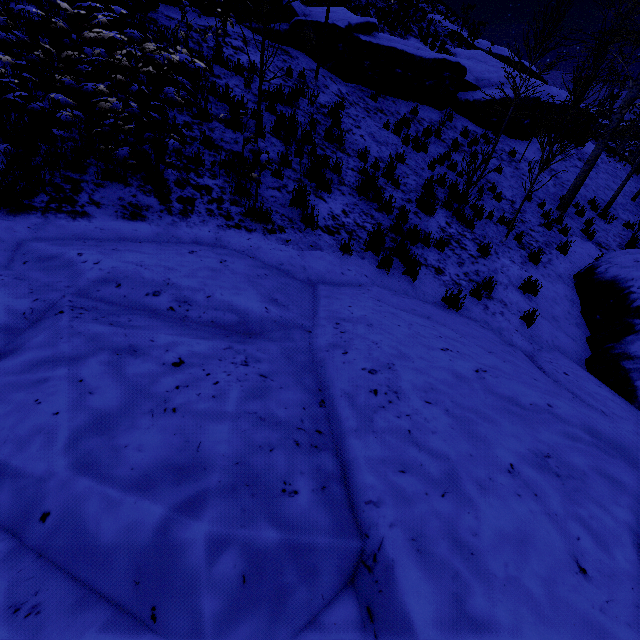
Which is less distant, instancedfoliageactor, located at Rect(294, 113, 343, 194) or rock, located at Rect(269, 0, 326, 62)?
instancedfoliageactor, located at Rect(294, 113, 343, 194)

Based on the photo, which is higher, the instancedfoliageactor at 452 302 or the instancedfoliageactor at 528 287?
the instancedfoliageactor at 452 302

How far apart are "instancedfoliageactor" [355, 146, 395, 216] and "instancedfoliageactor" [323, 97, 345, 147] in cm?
135

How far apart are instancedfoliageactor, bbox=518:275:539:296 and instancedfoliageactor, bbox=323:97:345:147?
5.58m

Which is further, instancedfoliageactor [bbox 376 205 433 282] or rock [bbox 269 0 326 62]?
rock [bbox 269 0 326 62]

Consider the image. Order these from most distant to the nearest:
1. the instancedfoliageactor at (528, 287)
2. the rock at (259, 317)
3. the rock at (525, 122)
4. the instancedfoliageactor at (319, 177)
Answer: the rock at (525, 122) < the instancedfoliageactor at (528, 287) < the instancedfoliageactor at (319, 177) < the rock at (259, 317)

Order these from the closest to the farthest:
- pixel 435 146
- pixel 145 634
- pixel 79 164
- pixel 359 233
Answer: pixel 145 634 < pixel 79 164 < pixel 359 233 < pixel 435 146

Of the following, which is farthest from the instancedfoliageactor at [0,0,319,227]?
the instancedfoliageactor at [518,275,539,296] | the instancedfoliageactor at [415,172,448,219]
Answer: the instancedfoliageactor at [415,172,448,219]
